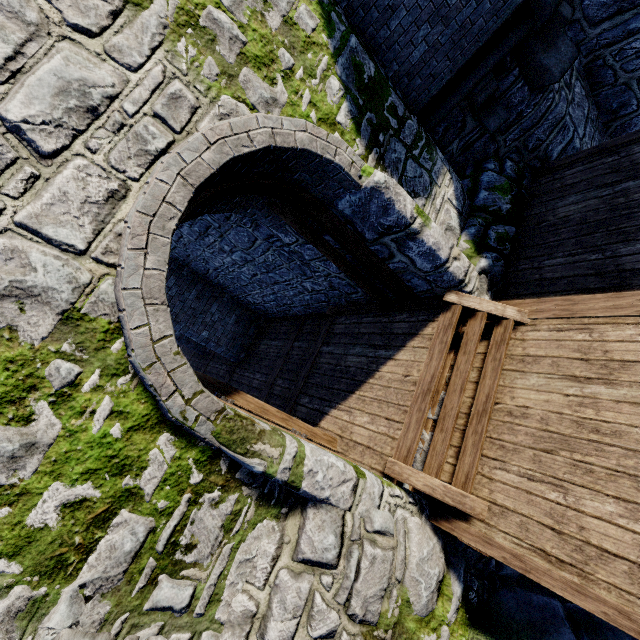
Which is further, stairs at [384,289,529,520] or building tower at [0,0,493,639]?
stairs at [384,289,529,520]

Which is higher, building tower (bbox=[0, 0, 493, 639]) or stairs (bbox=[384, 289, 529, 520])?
building tower (bbox=[0, 0, 493, 639])

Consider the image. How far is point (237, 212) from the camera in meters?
5.0

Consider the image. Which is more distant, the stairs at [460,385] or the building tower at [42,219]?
the stairs at [460,385]

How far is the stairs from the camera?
3.7m

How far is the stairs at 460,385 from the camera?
3.7 meters
